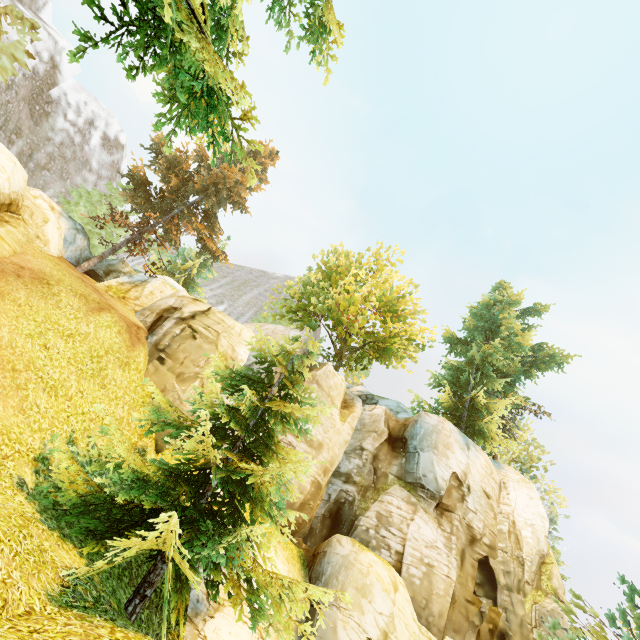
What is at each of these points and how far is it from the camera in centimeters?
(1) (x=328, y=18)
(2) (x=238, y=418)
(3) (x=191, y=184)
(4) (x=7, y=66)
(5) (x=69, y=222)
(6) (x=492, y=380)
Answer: (1) tree, 731cm
(2) tree, 1057cm
(3) tree, 2481cm
(4) tree, 2409cm
(5) rock, 1995cm
(6) tree, 2269cm

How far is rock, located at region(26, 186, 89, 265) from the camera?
18.9m

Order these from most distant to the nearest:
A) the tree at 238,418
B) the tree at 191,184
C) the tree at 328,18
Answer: the tree at 238,418 < the tree at 328,18 < the tree at 191,184

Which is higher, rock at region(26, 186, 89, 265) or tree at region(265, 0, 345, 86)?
rock at region(26, 186, 89, 265)

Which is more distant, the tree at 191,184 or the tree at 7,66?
the tree at 7,66

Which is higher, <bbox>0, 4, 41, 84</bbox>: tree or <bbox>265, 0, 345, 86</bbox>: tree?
<bbox>0, 4, 41, 84</bbox>: tree

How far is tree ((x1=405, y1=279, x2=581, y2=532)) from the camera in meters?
21.7
